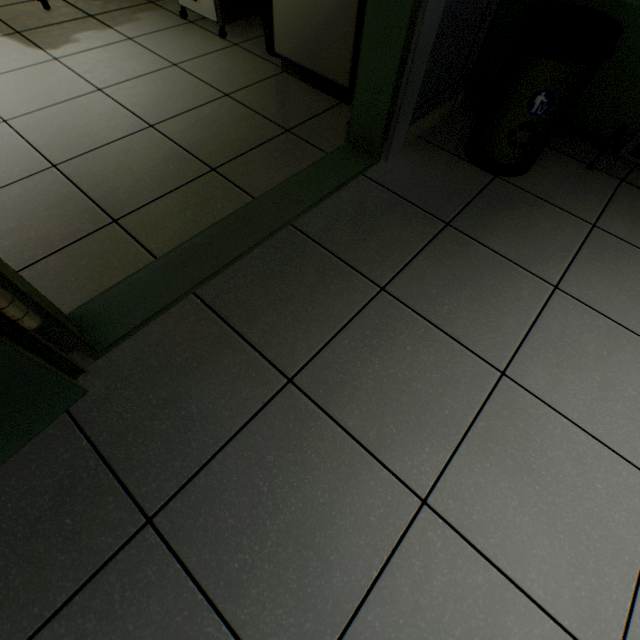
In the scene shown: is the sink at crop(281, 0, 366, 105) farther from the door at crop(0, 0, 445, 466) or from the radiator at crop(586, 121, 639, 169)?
the radiator at crop(586, 121, 639, 169)

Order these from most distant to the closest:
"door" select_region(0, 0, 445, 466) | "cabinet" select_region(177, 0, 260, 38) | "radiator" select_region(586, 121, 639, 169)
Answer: "cabinet" select_region(177, 0, 260, 38) → "radiator" select_region(586, 121, 639, 169) → "door" select_region(0, 0, 445, 466)

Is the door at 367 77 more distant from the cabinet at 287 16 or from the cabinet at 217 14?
the cabinet at 217 14

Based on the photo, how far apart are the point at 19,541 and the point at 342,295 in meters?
1.1

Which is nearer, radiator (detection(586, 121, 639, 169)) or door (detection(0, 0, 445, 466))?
door (detection(0, 0, 445, 466))

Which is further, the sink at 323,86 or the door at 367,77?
the sink at 323,86

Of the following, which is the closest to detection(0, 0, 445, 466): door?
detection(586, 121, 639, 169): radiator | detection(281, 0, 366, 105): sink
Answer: detection(281, 0, 366, 105): sink

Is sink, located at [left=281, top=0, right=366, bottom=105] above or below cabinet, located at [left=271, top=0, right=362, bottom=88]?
below
